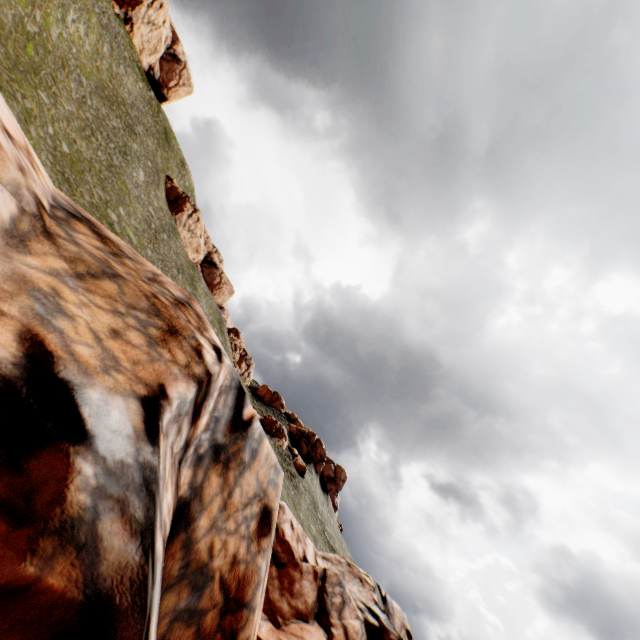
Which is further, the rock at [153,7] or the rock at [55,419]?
the rock at [153,7]

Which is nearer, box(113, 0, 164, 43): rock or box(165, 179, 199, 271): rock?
box(113, 0, 164, 43): rock

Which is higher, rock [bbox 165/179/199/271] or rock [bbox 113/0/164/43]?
rock [bbox 113/0/164/43]

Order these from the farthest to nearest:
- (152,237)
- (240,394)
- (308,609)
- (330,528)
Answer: (330,528), (152,237), (308,609), (240,394)

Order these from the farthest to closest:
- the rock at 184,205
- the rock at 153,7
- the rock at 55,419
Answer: the rock at 184,205 → the rock at 153,7 → the rock at 55,419

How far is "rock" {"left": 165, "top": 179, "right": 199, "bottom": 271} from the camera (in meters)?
56.46

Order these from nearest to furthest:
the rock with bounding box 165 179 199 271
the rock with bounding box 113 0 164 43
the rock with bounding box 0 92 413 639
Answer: the rock with bounding box 0 92 413 639 < the rock with bounding box 113 0 164 43 < the rock with bounding box 165 179 199 271
